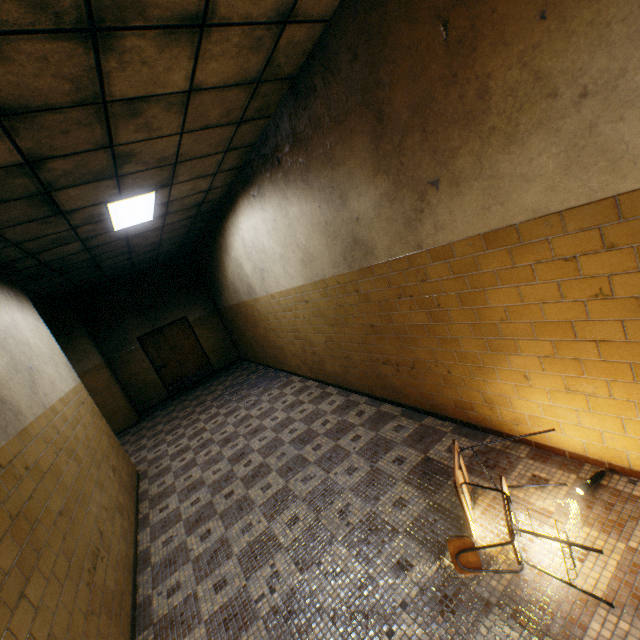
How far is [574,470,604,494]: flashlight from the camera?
2.3 meters

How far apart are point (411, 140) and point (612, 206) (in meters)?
1.40

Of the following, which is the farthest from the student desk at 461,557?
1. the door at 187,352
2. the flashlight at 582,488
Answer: the door at 187,352

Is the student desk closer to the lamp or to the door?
the lamp

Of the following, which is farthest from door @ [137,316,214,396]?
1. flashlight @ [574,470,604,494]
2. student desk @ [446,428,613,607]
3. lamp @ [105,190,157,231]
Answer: flashlight @ [574,470,604,494]

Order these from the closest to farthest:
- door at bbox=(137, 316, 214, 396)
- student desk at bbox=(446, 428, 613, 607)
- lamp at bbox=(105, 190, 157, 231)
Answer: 1. student desk at bbox=(446, 428, 613, 607)
2. lamp at bbox=(105, 190, 157, 231)
3. door at bbox=(137, 316, 214, 396)

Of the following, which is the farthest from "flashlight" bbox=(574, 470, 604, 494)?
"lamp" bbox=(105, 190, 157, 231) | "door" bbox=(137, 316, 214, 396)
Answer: "door" bbox=(137, 316, 214, 396)

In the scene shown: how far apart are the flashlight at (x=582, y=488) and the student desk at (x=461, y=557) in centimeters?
47cm
